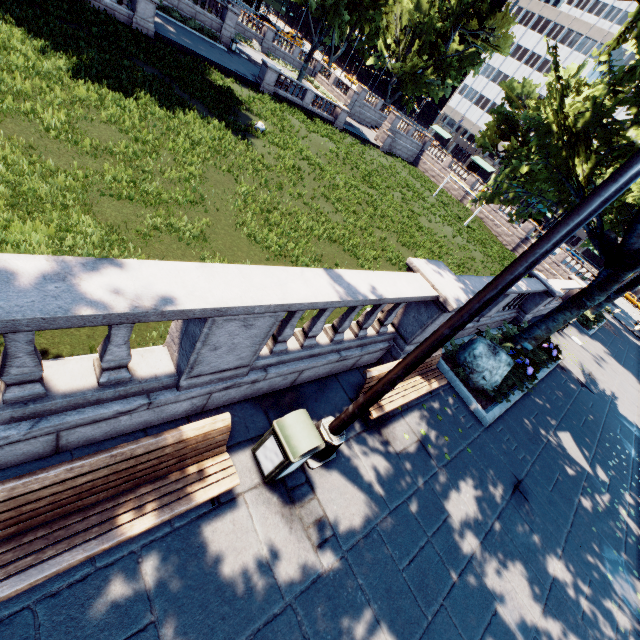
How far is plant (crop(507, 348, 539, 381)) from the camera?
10.5m

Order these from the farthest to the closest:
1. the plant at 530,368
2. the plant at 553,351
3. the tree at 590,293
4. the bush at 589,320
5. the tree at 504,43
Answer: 1. the tree at 504,43
2. the bush at 589,320
3. the plant at 553,351
4. the plant at 530,368
5. the tree at 590,293

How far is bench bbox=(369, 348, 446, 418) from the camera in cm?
590

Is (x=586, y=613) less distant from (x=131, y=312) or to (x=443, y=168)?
(x=131, y=312)

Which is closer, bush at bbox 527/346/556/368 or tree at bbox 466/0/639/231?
tree at bbox 466/0/639/231

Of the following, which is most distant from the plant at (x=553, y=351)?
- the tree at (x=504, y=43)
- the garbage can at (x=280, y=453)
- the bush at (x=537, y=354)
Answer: the garbage can at (x=280, y=453)

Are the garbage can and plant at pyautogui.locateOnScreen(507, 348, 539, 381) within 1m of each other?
no

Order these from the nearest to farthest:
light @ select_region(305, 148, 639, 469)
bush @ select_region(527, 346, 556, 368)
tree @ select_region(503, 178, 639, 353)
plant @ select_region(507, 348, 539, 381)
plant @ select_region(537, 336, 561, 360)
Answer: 1. light @ select_region(305, 148, 639, 469)
2. tree @ select_region(503, 178, 639, 353)
3. plant @ select_region(507, 348, 539, 381)
4. bush @ select_region(527, 346, 556, 368)
5. plant @ select_region(537, 336, 561, 360)
